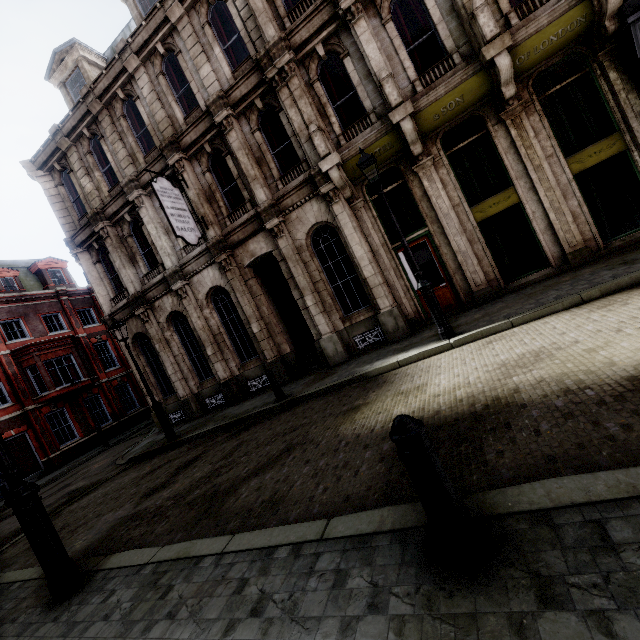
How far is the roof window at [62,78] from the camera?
13.85m

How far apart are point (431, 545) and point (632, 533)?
1.1m

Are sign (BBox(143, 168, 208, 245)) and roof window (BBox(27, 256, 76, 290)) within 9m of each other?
no

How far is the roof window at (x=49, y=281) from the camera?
26.06m

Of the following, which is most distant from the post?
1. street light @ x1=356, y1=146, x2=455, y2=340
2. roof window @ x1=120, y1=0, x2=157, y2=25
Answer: roof window @ x1=120, y1=0, x2=157, y2=25

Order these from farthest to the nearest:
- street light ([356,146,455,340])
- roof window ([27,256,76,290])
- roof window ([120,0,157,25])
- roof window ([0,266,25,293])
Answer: roof window ([27,256,76,290])
roof window ([0,266,25,293])
roof window ([120,0,157,25])
street light ([356,146,455,340])

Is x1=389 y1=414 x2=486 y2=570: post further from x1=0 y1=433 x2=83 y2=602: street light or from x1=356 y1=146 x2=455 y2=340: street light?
x1=356 y1=146 x2=455 y2=340: street light

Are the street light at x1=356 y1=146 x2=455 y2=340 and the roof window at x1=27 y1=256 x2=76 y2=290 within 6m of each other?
no
